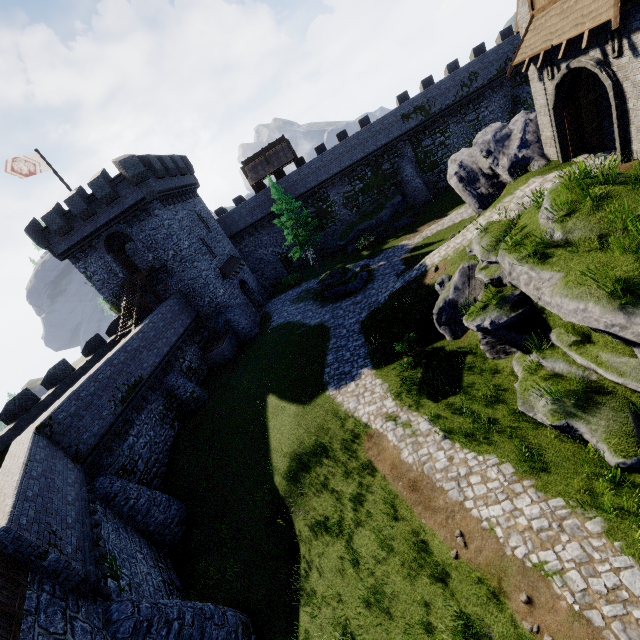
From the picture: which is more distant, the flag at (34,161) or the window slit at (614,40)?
the flag at (34,161)

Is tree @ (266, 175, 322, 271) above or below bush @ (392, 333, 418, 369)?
above

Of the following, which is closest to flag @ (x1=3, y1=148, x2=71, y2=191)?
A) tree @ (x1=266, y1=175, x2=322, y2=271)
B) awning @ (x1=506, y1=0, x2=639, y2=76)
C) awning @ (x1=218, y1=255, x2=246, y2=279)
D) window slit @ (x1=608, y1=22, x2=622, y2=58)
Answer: awning @ (x1=218, y1=255, x2=246, y2=279)

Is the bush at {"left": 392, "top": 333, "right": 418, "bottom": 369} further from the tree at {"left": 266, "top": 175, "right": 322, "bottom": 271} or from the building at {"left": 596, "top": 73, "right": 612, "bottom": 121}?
the tree at {"left": 266, "top": 175, "right": 322, "bottom": 271}

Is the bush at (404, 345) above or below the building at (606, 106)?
below

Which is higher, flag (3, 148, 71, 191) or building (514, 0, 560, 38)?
flag (3, 148, 71, 191)

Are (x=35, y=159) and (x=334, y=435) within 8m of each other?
no

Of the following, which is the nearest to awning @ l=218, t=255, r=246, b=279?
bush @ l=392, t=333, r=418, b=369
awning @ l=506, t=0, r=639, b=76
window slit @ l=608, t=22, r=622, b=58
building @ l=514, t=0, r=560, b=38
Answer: bush @ l=392, t=333, r=418, b=369
